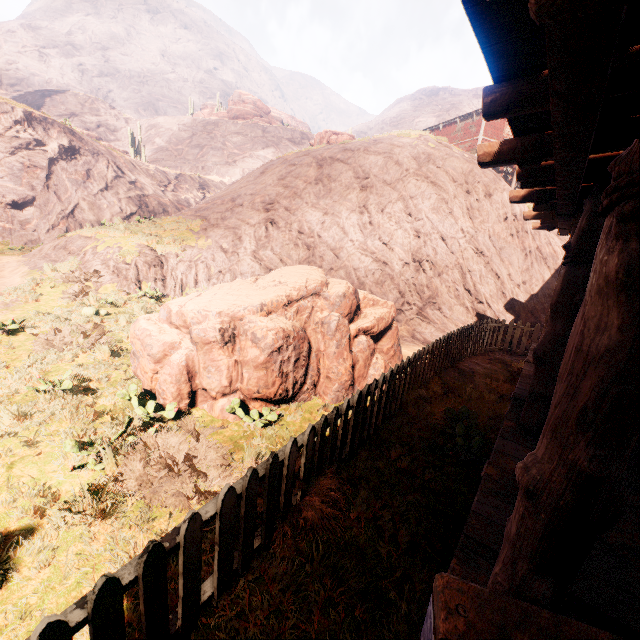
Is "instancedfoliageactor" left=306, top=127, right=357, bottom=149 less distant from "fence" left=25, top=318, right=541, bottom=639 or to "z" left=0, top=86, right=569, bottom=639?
"z" left=0, top=86, right=569, bottom=639

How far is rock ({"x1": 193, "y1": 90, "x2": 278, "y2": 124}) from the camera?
54.72m

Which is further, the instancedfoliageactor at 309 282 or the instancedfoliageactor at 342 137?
the instancedfoliageactor at 342 137

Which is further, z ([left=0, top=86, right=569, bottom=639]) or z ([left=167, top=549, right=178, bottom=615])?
z ([left=0, top=86, right=569, bottom=639])

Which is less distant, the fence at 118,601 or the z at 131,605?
the fence at 118,601

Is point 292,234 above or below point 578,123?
below

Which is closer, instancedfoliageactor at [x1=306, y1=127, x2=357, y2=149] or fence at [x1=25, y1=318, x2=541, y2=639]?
fence at [x1=25, y1=318, x2=541, y2=639]
